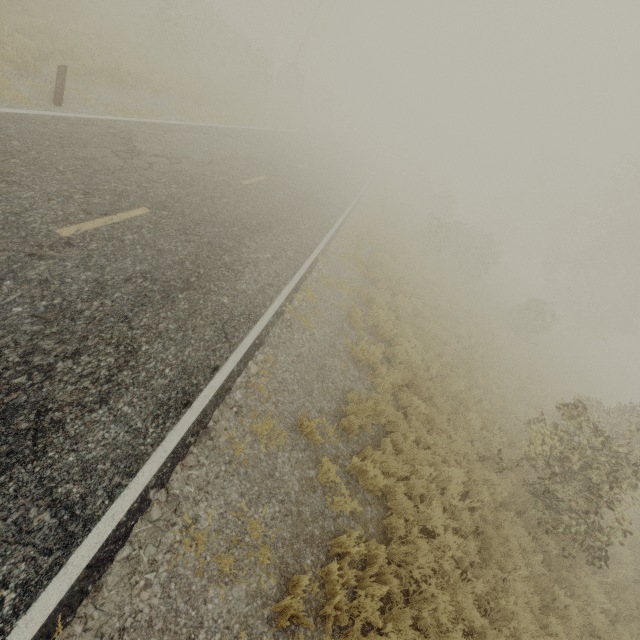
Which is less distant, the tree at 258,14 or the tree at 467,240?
the tree at 258,14

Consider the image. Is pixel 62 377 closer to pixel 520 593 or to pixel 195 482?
pixel 195 482

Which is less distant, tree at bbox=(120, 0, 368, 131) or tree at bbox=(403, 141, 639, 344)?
tree at bbox=(120, 0, 368, 131)
